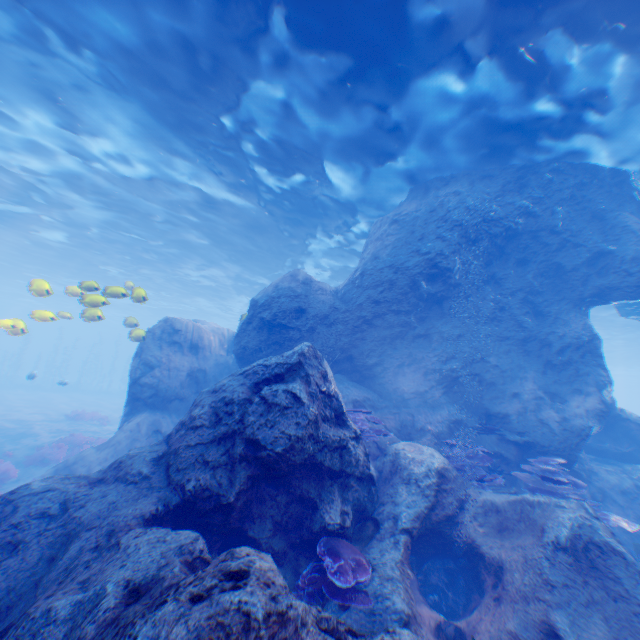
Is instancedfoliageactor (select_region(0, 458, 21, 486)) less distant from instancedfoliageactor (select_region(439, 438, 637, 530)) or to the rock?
the rock

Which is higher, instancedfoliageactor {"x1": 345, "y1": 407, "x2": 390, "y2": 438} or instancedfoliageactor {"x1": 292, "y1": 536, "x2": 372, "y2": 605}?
instancedfoliageactor {"x1": 345, "y1": 407, "x2": 390, "y2": 438}

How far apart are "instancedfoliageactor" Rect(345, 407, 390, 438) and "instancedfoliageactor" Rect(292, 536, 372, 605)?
3.0m

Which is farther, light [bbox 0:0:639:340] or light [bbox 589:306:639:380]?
light [bbox 589:306:639:380]

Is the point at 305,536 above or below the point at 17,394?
above

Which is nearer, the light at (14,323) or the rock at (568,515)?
the rock at (568,515)

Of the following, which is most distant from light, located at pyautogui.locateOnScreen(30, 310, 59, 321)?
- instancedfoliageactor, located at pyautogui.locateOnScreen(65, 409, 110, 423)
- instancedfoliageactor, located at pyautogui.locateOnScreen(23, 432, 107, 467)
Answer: instancedfoliageactor, located at pyautogui.locateOnScreen(65, 409, 110, 423)

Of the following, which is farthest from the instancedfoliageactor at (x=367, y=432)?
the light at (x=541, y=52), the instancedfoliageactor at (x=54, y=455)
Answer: the instancedfoliageactor at (x=54, y=455)
